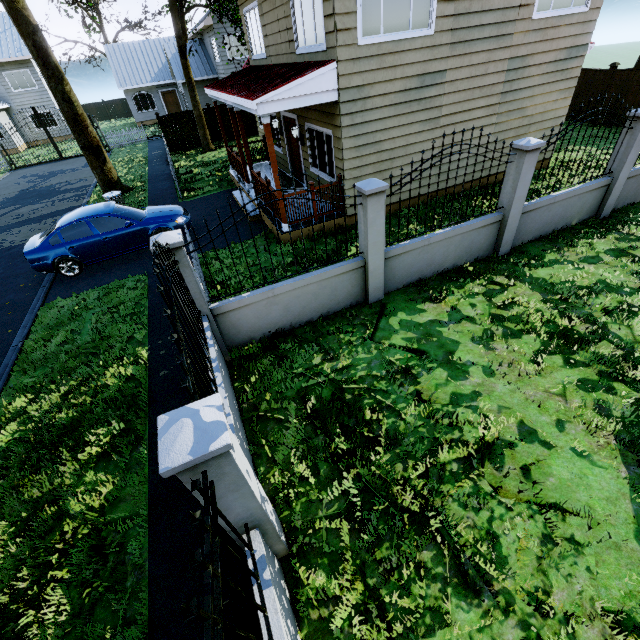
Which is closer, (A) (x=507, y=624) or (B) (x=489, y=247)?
(A) (x=507, y=624)

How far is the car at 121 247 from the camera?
8.96m

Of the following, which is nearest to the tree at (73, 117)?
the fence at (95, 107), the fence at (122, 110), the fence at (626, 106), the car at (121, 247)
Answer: the fence at (626, 106)

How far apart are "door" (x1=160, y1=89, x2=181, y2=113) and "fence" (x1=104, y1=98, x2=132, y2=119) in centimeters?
1377cm

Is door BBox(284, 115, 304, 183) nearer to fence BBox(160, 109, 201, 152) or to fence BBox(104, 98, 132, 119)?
fence BBox(160, 109, 201, 152)

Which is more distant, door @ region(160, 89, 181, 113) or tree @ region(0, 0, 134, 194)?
door @ region(160, 89, 181, 113)

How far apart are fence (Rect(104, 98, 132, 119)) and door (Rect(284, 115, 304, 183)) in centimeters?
4362cm

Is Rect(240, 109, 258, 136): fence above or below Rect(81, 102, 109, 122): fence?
below
